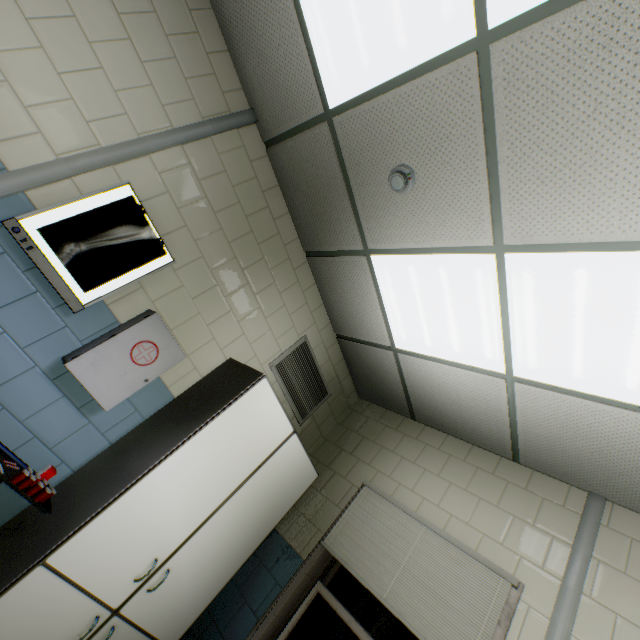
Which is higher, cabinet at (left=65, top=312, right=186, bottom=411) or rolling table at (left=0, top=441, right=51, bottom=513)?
cabinet at (left=65, top=312, right=186, bottom=411)

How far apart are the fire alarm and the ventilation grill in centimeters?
172cm

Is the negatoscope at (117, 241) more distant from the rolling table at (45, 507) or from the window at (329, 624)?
the window at (329, 624)

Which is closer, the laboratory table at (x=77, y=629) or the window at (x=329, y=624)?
the laboratory table at (x=77, y=629)

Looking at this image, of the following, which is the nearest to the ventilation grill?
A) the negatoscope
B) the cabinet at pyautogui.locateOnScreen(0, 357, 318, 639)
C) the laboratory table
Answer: the cabinet at pyautogui.locateOnScreen(0, 357, 318, 639)

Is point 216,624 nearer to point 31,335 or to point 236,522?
point 236,522

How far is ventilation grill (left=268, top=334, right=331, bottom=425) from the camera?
3.20m

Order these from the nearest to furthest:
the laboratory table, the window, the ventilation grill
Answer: the laboratory table
the window
the ventilation grill
